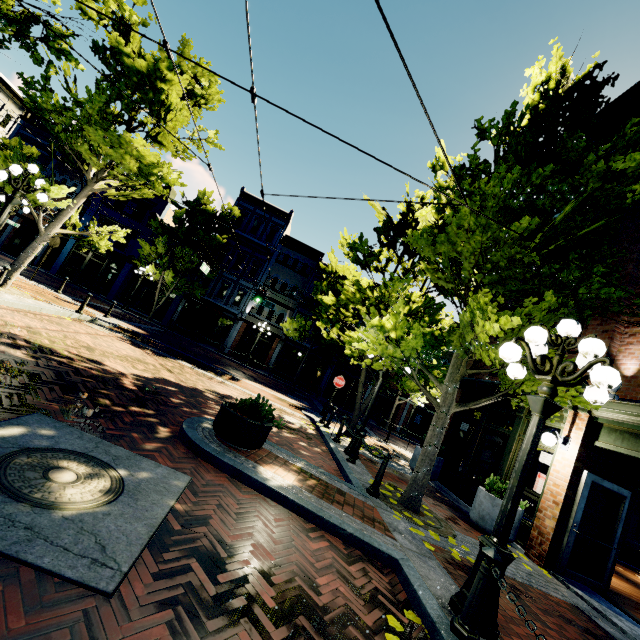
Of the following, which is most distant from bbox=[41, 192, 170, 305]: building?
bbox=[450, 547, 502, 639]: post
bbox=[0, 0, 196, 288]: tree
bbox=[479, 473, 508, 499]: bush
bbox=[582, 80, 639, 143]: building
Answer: bbox=[450, 547, 502, 639]: post

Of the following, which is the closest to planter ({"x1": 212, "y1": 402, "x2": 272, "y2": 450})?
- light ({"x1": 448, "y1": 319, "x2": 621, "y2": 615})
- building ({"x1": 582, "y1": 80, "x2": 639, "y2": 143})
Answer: light ({"x1": 448, "y1": 319, "x2": 621, "y2": 615})

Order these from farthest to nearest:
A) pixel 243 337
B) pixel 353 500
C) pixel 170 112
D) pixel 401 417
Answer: pixel 401 417 < pixel 243 337 < pixel 170 112 < pixel 353 500

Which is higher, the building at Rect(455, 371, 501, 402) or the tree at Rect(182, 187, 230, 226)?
Result: the tree at Rect(182, 187, 230, 226)

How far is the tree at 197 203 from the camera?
24.8m

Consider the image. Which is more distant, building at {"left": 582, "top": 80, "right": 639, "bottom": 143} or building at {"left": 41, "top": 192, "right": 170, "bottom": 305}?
building at {"left": 41, "top": 192, "right": 170, "bottom": 305}

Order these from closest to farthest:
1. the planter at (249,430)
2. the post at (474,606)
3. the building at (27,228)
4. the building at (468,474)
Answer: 1. the post at (474,606)
2. the planter at (249,430)
3. the building at (468,474)
4. the building at (27,228)

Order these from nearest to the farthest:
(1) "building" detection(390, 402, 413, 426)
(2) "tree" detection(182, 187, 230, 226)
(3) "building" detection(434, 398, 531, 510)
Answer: (3) "building" detection(434, 398, 531, 510) → (2) "tree" detection(182, 187, 230, 226) → (1) "building" detection(390, 402, 413, 426)
